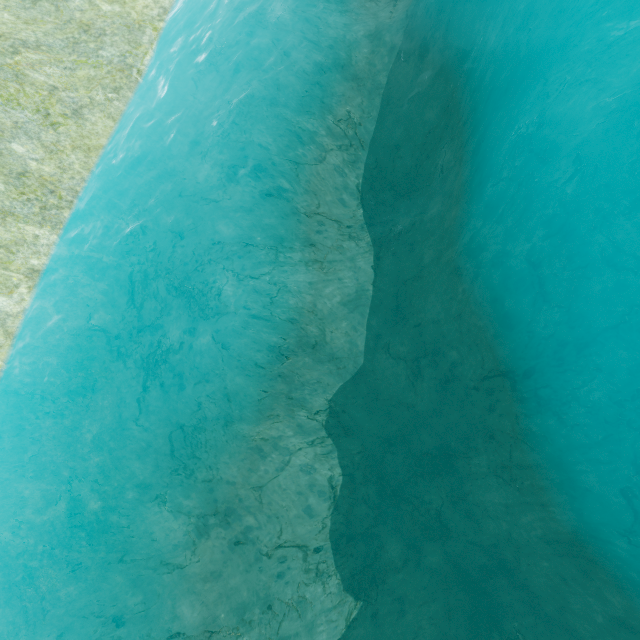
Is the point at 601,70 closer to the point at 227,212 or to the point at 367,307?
the point at 367,307
